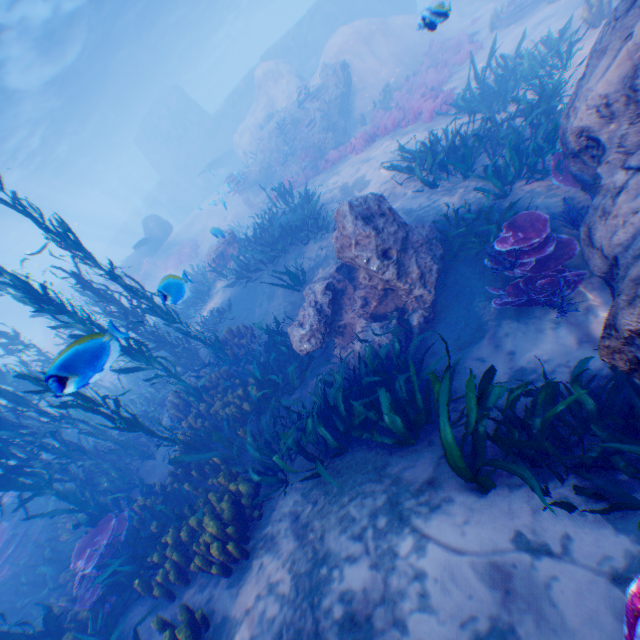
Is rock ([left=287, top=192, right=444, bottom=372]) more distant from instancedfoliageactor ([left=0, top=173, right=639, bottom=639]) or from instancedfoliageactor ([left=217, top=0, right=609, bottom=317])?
instancedfoliageactor ([left=217, top=0, right=609, bottom=317])

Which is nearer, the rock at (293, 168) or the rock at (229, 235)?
the rock at (229, 235)

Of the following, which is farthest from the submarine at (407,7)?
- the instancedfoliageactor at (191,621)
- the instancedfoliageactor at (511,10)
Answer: the instancedfoliageactor at (191,621)

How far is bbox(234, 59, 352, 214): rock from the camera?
16.5 meters

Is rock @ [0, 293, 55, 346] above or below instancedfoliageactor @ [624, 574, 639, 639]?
above

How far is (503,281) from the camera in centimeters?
588cm

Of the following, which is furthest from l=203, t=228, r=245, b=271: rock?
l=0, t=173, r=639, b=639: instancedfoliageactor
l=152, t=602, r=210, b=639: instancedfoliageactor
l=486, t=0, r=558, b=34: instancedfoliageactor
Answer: l=486, t=0, r=558, b=34: instancedfoliageactor

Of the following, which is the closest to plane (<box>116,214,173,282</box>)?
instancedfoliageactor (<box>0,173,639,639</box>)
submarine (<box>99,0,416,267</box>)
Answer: submarine (<box>99,0,416,267</box>)
